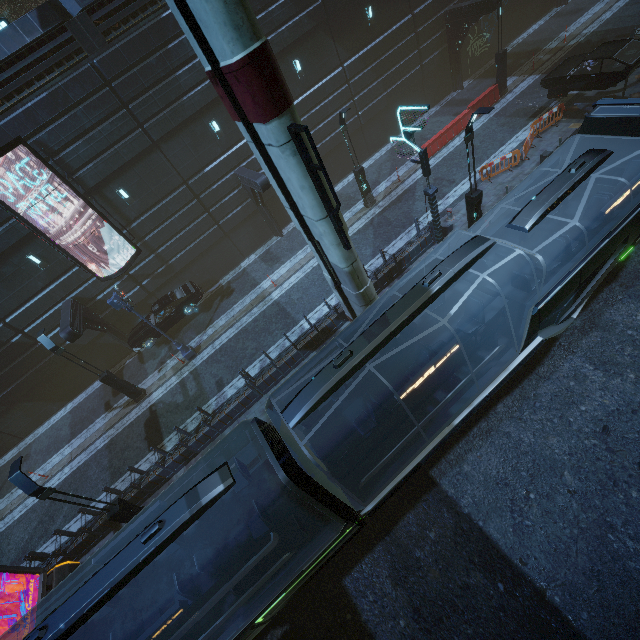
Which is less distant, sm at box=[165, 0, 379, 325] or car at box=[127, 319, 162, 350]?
sm at box=[165, 0, 379, 325]

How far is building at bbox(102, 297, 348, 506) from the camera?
13.2m

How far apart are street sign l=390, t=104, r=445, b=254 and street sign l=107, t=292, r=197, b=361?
13.3 meters

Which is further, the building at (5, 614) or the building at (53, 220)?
the building at (53, 220)

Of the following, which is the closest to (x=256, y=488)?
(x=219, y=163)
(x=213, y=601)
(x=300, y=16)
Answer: (x=213, y=601)

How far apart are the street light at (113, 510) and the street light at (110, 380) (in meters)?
6.67

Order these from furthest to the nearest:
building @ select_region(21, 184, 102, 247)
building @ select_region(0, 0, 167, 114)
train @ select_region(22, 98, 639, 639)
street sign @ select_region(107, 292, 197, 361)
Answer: building @ select_region(21, 184, 102, 247)
street sign @ select_region(107, 292, 197, 361)
building @ select_region(0, 0, 167, 114)
train @ select_region(22, 98, 639, 639)

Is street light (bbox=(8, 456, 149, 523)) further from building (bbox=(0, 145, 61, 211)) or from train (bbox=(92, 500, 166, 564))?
train (bbox=(92, 500, 166, 564))
